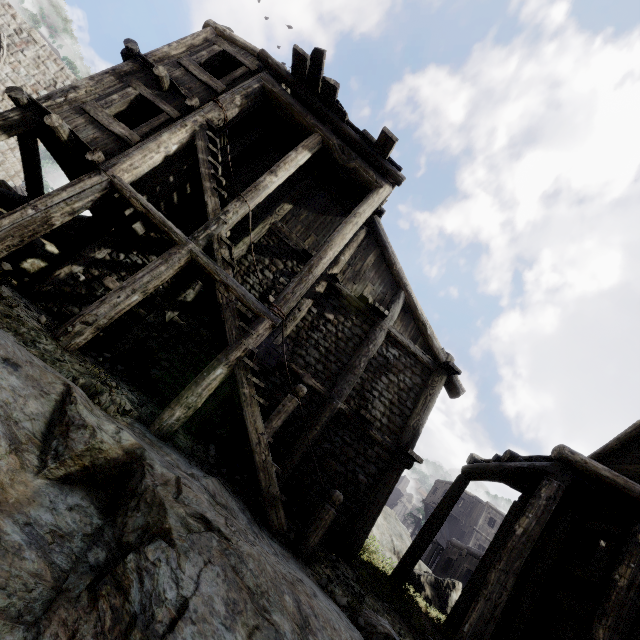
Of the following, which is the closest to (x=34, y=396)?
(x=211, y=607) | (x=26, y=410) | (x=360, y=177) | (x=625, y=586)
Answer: (x=26, y=410)

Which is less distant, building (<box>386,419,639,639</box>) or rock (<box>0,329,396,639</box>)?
rock (<box>0,329,396,639</box>)

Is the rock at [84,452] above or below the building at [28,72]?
below

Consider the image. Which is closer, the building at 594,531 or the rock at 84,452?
the rock at 84,452

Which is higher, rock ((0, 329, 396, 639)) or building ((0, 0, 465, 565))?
building ((0, 0, 465, 565))
